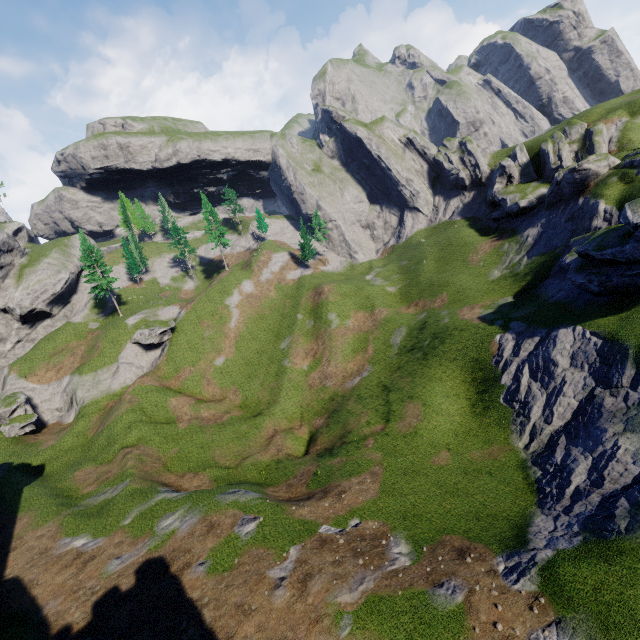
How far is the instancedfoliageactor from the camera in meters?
57.5 m

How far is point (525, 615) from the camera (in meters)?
14.19

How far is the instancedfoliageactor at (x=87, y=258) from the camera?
57.53m
